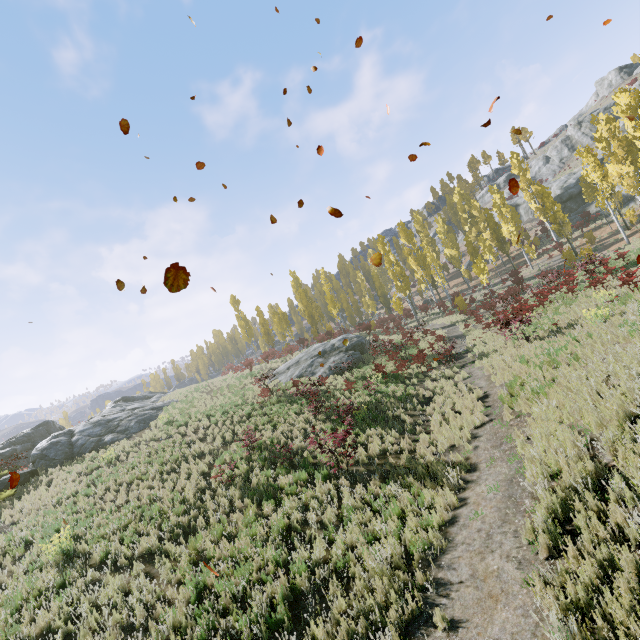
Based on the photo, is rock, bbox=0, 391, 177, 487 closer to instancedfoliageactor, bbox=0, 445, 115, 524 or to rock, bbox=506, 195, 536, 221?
instancedfoliageactor, bbox=0, 445, 115, 524

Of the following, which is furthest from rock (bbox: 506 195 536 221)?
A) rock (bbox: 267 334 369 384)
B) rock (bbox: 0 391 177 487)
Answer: rock (bbox: 0 391 177 487)

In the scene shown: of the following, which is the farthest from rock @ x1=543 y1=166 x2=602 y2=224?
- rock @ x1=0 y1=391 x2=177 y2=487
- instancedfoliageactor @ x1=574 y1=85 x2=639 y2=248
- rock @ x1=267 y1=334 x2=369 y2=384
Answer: rock @ x1=0 y1=391 x2=177 y2=487

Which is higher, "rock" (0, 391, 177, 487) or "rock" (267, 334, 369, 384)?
"rock" (0, 391, 177, 487)

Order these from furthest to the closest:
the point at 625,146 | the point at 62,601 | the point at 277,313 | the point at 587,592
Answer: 1. the point at 277,313
2. the point at 625,146
3. the point at 62,601
4. the point at 587,592

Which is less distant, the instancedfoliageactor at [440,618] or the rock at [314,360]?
the instancedfoliageactor at [440,618]

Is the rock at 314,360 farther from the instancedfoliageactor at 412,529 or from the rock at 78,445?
the rock at 78,445

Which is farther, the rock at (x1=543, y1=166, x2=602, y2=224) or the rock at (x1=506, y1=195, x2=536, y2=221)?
the rock at (x1=506, y1=195, x2=536, y2=221)
